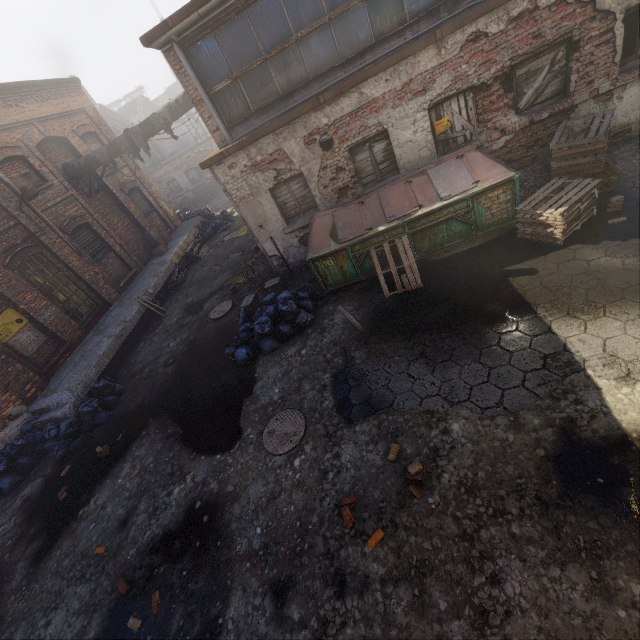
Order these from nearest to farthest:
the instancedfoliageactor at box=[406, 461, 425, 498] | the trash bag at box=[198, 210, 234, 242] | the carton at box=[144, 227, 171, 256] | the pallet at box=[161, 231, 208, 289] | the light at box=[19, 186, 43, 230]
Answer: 1. the instancedfoliageactor at box=[406, 461, 425, 498]
2. the light at box=[19, 186, 43, 230]
3. the pallet at box=[161, 231, 208, 289]
4. the carton at box=[144, 227, 171, 256]
5. the trash bag at box=[198, 210, 234, 242]

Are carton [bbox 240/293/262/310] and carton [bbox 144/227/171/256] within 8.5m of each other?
no

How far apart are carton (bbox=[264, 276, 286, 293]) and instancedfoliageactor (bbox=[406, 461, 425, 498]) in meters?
6.2 m

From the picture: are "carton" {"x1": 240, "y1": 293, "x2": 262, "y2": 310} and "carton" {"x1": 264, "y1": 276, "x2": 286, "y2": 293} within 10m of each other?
yes

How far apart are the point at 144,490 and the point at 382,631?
5.0 meters

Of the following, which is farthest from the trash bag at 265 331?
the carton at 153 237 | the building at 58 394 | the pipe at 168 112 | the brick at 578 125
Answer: the carton at 153 237

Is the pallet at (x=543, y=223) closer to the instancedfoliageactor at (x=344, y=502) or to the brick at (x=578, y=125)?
the brick at (x=578, y=125)

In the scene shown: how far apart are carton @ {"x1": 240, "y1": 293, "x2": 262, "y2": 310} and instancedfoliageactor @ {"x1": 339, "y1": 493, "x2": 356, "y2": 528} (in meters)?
5.87
